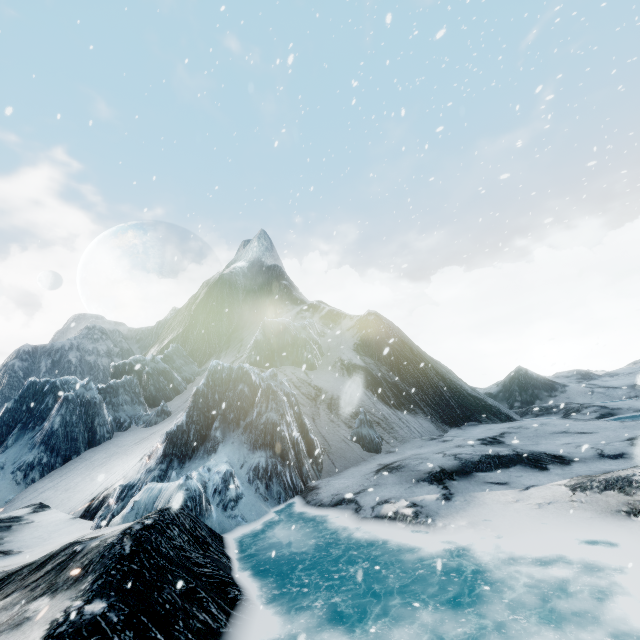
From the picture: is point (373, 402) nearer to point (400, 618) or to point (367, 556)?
point (367, 556)
